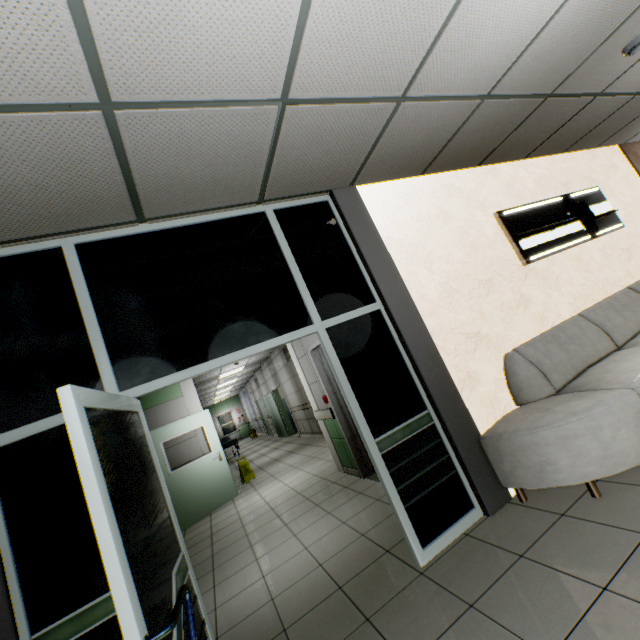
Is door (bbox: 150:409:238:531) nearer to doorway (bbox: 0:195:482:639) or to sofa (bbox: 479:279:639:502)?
doorway (bbox: 0:195:482:639)

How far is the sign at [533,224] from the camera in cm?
392

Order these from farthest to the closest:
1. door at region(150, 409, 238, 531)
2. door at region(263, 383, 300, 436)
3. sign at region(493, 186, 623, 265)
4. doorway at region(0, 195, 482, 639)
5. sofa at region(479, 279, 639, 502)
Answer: door at region(263, 383, 300, 436)
door at region(150, 409, 238, 531)
sign at region(493, 186, 623, 265)
sofa at region(479, 279, 639, 502)
doorway at region(0, 195, 482, 639)

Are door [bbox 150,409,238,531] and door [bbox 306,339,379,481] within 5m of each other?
yes

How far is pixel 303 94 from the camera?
2.1m

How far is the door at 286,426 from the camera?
12.8m

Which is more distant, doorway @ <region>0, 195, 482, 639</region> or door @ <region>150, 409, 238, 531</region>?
door @ <region>150, 409, 238, 531</region>

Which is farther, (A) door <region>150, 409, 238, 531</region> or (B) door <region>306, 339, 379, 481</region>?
(A) door <region>150, 409, 238, 531</region>
